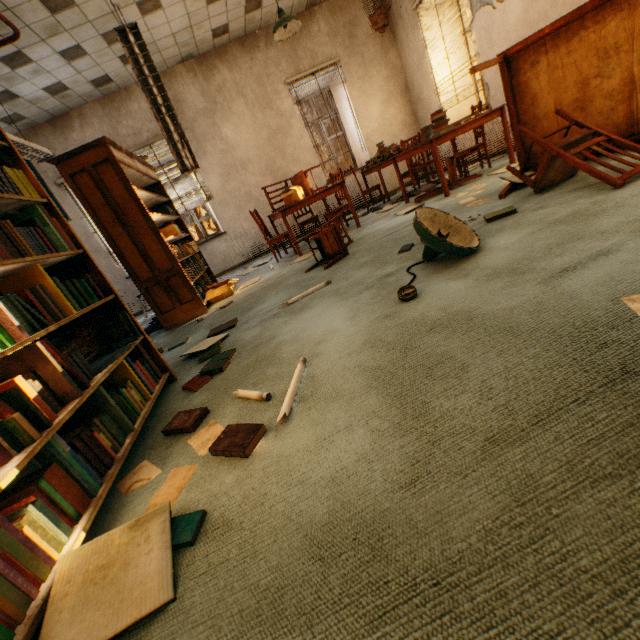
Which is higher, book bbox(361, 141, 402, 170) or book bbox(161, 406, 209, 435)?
book bbox(361, 141, 402, 170)

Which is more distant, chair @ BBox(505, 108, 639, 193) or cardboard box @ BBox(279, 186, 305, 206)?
cardboard box @ BBox(279, 186, 305, 206)

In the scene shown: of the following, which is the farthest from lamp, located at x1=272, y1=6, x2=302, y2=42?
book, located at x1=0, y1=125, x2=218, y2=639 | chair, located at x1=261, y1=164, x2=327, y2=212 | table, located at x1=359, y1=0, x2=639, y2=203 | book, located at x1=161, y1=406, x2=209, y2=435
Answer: book, located at x1=161, y1=406, x2=209, y2=435

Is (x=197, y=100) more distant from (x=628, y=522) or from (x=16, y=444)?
(x=628, y=522)

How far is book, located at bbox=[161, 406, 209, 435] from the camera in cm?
161

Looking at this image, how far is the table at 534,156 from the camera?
3.3 meters

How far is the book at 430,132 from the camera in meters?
4.3 m

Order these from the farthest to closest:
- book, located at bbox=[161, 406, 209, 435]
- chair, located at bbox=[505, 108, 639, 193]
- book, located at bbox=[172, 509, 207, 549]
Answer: chair, located at bbox=[505, 108, 639, 193] → book, located at bbox=[161, 406, 209, 435] → book, located at bbox=[172, 509, 207, 549]
